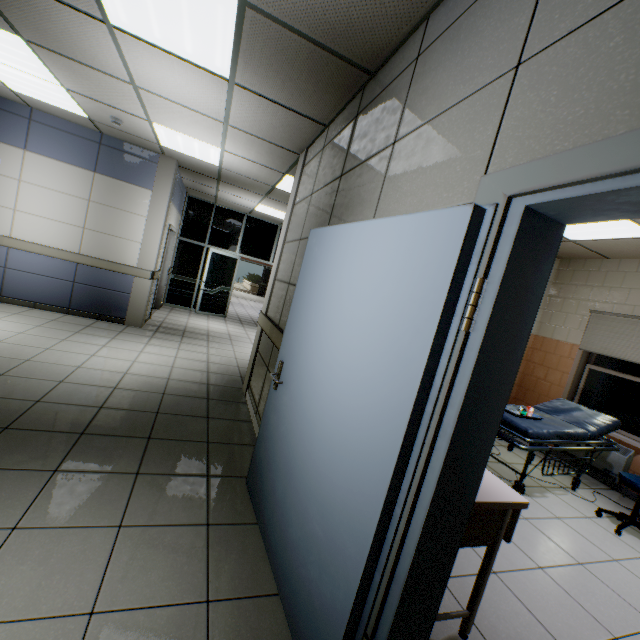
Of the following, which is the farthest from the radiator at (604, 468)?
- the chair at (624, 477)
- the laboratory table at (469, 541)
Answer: the laboratory table at (469, 541)

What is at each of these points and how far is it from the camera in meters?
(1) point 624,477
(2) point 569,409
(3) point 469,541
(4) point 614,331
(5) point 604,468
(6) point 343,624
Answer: (1) chair, 3.4 m
(2) emergency stretcher, 4.4 m
(3) laboratory table, 1.7 m
(4) blinds, 4.8 m
(5) radiator, 4.5 m
(6) door, 1.2 m

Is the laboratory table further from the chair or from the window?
the window

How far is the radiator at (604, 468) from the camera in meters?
4.3 m

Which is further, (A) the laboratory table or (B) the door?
(A) the laboratory table

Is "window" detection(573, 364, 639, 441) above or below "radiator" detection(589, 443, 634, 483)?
above

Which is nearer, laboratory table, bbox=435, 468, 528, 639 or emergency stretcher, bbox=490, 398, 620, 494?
laboratory table, bbox=435, 468, 528, 639

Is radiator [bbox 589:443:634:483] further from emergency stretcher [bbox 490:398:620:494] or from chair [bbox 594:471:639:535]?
chair [bbox 594:471:639:535]
